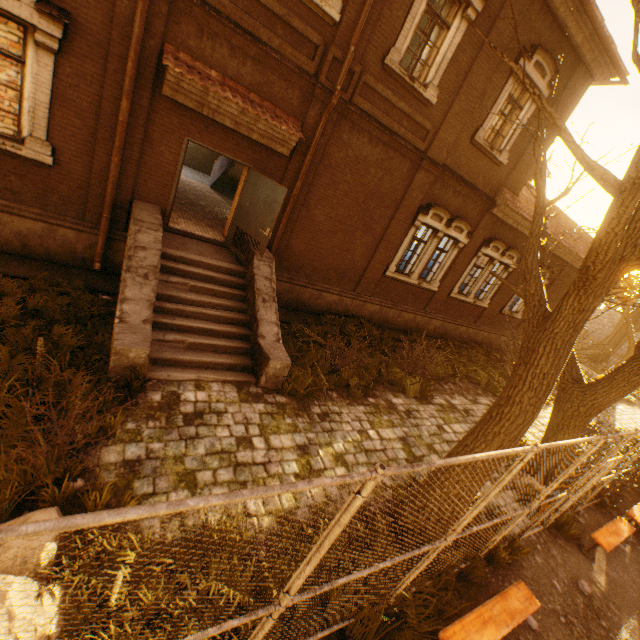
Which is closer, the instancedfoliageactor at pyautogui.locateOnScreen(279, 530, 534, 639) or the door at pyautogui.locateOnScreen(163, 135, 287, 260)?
the instancedfoliageactor at pyautogui.locateOnScreen(279, 530, 534, 639)

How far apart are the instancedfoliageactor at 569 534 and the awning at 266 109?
10.0m

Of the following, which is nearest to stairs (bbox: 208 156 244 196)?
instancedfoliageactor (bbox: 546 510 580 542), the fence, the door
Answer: the door

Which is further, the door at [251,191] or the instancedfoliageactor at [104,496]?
the door at [251,191]

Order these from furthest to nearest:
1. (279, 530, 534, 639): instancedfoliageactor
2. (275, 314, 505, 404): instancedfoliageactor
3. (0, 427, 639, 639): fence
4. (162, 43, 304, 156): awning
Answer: (275, 314, 505, 404): instancedfoliageactor → (162, 43, 304, 156): awning → (279, 530, 534, 639): instancedfoliageactor → (0, 427, 639, 639): fence

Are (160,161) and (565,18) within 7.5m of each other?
no

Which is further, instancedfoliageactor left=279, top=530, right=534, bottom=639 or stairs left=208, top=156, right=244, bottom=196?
stairs left=208, top=156, right=244, bottom=196

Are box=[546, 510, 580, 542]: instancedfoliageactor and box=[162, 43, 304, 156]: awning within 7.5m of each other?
no
